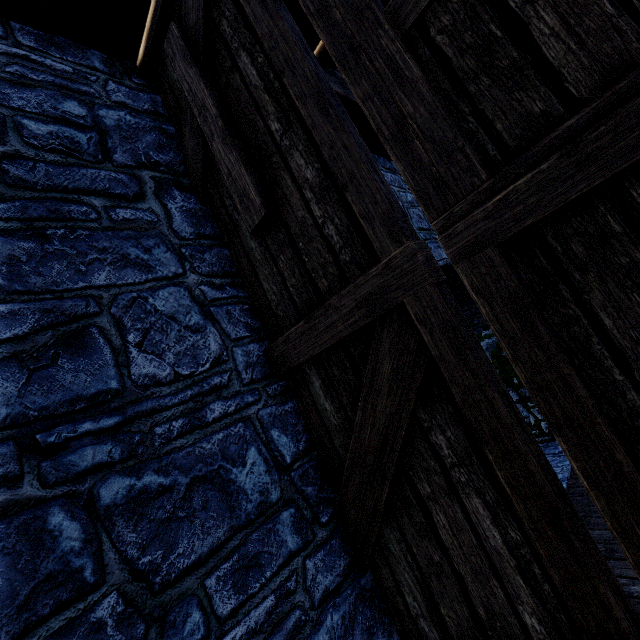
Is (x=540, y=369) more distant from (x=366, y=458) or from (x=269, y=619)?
(x=269, y=619)

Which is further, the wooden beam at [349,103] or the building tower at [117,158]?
the wooden beam at [349,103]

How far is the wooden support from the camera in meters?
2.0

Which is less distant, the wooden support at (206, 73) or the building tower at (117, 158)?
the building tower at (117, 158)

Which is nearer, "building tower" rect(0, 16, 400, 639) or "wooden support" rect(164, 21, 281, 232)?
"building tower" rect(0, 16, 400, 639)

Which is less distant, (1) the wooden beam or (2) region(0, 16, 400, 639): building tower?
(2) region(0, 16, 400, 639): building tower

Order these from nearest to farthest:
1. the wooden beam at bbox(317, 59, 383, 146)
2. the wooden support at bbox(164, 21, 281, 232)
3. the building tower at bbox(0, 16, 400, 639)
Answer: the building tower at bbox(0, 16, 400, 639) < the wooden support at bbox(164, 21, 281, 232) < the wooden beam at bbox(317, 59, 383, 146)
